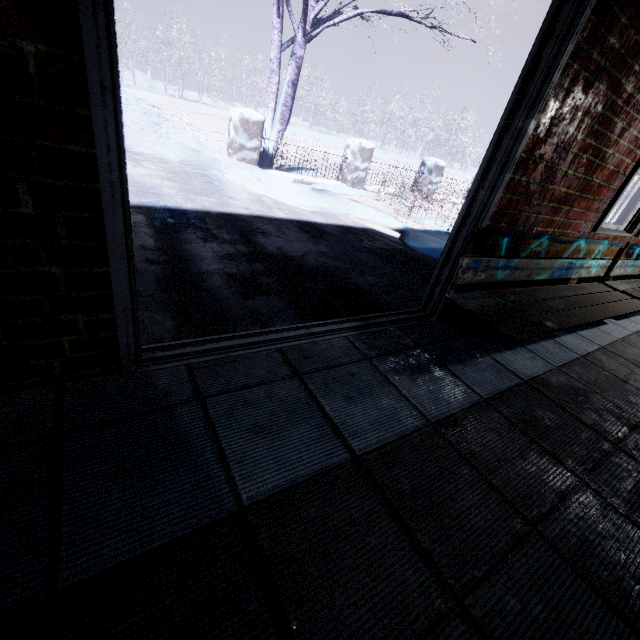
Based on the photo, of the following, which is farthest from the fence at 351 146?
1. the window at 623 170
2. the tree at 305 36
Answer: the window at 623 170

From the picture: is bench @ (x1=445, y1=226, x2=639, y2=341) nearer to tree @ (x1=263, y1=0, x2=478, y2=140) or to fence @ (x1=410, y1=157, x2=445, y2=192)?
tree @ (x1=263, y1=0, x2=478, y2=140)

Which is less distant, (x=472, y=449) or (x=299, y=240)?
(x=472, y=449)

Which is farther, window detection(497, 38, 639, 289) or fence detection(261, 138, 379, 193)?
Result: fence detection(261, 138, 379, 193)

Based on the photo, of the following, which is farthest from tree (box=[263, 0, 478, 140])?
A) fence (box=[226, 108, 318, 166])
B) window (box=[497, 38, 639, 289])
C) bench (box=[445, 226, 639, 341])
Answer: bench (box=[445, 226, 639, 341])

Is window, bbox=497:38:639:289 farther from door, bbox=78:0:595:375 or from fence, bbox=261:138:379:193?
fence, bbox=261:138:379:193

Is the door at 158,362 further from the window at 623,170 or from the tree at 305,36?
the tree at 305,36
